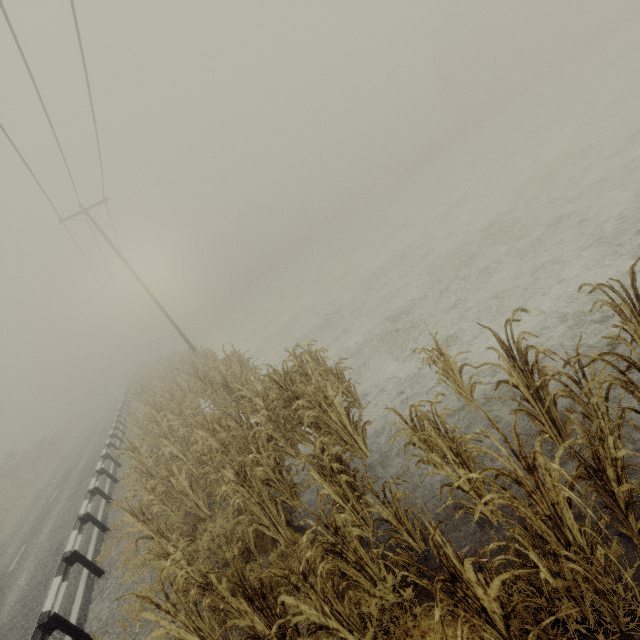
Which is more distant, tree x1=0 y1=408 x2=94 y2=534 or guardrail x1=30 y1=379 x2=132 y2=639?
tree x1=0 y1=408 x2=94 y2=534

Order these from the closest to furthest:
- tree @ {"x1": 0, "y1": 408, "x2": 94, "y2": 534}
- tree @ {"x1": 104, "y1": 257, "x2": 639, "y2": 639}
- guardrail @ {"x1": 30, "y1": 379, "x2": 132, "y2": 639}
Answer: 1. tree @ {"x1": 104, "y1": 257, "x2": 639, "y2": 639}
2. guardrail @ {"x1": 30, "y1": 379, "x2": 132, "y2": 639}
3. tree @ {"x1": 0, "y1": 408, "x2": 94, "y2": 534}

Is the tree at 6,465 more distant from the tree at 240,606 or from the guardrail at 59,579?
the tree at 240,606

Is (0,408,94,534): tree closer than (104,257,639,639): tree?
No

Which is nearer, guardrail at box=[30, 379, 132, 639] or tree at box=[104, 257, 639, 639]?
tree at box=[104, 257, 639, 639]

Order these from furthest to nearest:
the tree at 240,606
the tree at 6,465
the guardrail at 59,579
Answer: the tree at 6,465 → the guardrail at 59,579 → the tree at 240,606

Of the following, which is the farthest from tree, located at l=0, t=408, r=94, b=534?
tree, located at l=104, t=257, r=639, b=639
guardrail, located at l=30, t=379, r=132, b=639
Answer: tree, located at l=104, t=257, r=639, b=639

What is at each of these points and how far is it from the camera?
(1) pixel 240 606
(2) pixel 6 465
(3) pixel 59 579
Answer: (1) tree, 3.0m
(2) tree, 32.5m
(3) guardrail, 6.8m
